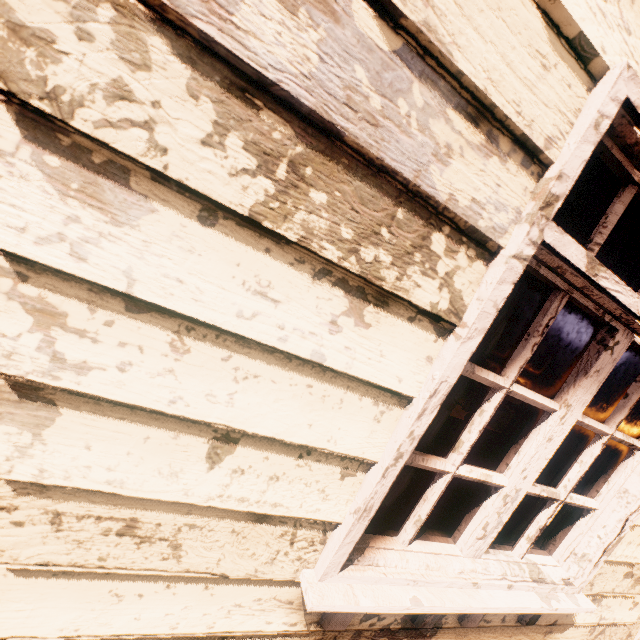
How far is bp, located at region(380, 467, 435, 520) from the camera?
2.8m

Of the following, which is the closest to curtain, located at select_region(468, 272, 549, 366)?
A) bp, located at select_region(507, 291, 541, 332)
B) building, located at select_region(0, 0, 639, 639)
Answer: building, located at select_region(0, 0, 639, 639)

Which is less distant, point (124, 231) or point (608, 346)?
point (124, 231)

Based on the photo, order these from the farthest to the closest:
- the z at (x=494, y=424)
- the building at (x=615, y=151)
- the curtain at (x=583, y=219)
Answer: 1. the z at (x=494, y=424)
2. the curtain at (x=583, y=219)
3. the building at (x=615, y=151)

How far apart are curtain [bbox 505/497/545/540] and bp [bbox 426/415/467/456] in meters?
0.9

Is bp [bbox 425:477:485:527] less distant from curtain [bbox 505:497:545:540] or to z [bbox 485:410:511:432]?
curtain [bbox 505:497:545:540]

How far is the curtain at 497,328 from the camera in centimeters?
104cm

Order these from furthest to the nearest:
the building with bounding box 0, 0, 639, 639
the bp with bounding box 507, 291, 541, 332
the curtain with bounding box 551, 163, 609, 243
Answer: the bp with bounding box 507, 291, 541, 332 < the curtain with bounding box 551, 163, 609, 243 < the building with bounding box 0, 0, 639, 639
